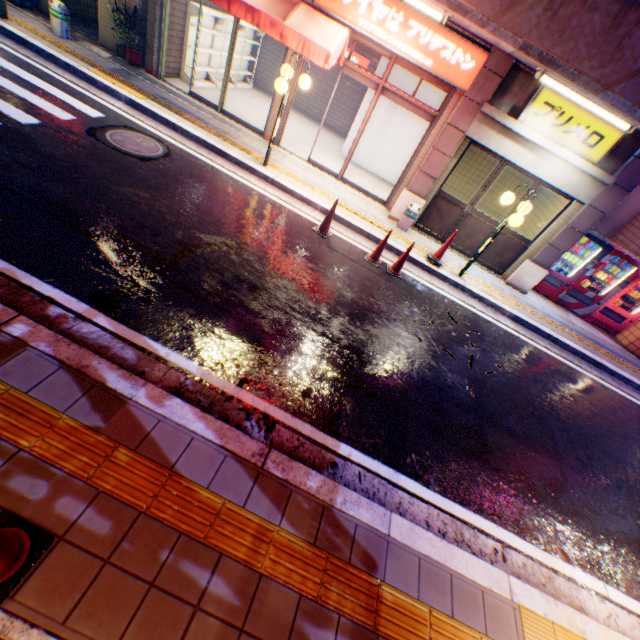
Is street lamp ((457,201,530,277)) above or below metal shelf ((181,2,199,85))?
above

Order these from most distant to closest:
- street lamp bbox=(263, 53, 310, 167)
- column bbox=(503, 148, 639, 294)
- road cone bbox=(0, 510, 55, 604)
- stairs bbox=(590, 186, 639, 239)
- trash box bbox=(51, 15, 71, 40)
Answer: stairs bbox=(590, 186, 639, 239) < trash box bbox=(51, 15, 71, 40) < column bbox=(503, 148, 639, 294) < street lamp bbox=(263, 53, 310, 167) < road cone bbox=(0, 510, 55, 604)

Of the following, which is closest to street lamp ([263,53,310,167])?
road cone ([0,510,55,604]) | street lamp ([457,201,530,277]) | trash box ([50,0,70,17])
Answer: street lamp ([457,201,530,277])

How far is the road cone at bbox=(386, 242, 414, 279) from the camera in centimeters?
712cm

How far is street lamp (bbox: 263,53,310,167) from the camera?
6.74m

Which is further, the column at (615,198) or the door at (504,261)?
the door at (504,261)

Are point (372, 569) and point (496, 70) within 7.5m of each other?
no

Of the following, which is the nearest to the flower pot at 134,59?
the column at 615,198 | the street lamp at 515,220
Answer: the street lamp at 515,220
